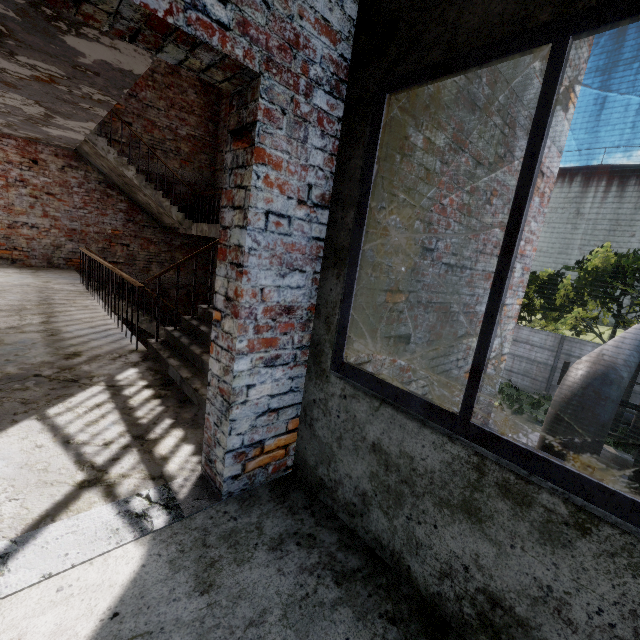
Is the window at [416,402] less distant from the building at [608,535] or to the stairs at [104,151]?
the building at [608,535]

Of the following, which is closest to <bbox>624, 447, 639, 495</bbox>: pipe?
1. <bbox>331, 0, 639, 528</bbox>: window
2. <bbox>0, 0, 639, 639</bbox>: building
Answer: <bbox>0, 0, 639, 639</bbox>: building

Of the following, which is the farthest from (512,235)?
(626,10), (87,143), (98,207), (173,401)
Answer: (98,207)

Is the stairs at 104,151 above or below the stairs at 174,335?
above

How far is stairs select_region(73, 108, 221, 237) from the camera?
7.4 meters

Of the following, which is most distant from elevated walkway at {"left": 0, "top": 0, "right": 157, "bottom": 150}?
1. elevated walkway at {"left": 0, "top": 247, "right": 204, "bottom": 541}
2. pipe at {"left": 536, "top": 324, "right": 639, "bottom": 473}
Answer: pipe at {"left": 536, "top": 324, "right": 639, "bottom": 473}

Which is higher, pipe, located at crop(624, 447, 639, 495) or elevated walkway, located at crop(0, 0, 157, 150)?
elevated walkway, located at crop(0, 0, 157, 150)
